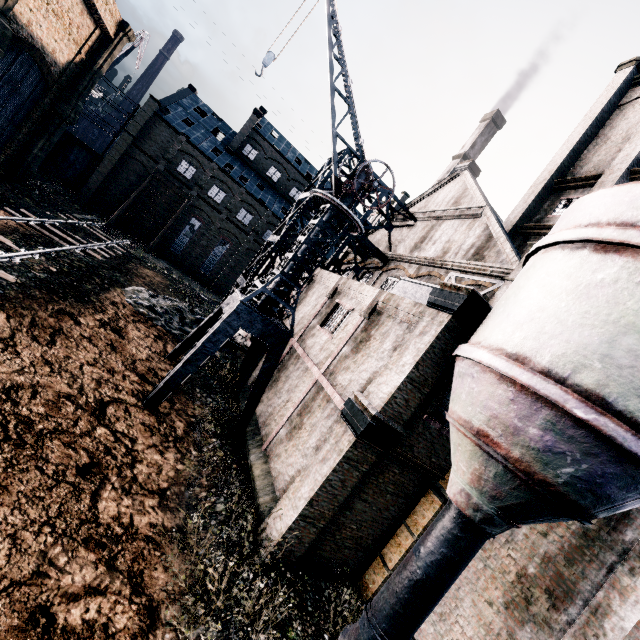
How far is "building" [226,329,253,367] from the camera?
22.3m

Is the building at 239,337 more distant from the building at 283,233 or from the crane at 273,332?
the building at 283,233

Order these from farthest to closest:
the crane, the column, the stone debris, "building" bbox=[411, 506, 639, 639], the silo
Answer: the stone debris → the crane → the column → "building" bbox=[411, 506, 639, 639] → the silo

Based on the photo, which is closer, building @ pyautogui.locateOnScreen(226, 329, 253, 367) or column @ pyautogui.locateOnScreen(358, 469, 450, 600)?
column @ pyautogui.locateOnScreen(358, 469, 450, 600)

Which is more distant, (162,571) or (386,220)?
(386,220)

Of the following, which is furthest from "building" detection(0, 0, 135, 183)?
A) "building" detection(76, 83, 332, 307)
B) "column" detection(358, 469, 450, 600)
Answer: "building" detection(76, 83, 332, 307)

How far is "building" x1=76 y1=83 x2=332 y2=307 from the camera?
37.6m

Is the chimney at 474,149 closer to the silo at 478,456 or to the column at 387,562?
the column at 387,562
